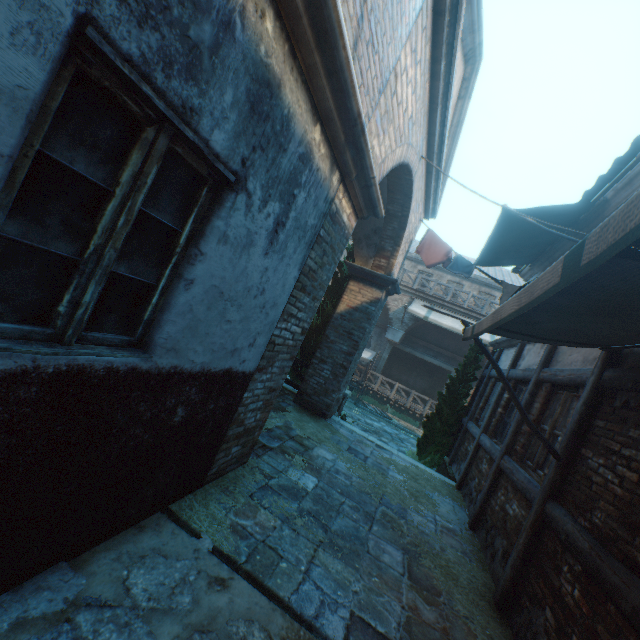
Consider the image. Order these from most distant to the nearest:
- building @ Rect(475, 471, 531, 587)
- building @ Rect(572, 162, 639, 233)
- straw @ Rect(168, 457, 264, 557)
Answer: building @ Rect(572, 162, 639, 233)
building @ Rect(475, 471, 531, 587)
straw @ Rect(168, 457, 264, 557)

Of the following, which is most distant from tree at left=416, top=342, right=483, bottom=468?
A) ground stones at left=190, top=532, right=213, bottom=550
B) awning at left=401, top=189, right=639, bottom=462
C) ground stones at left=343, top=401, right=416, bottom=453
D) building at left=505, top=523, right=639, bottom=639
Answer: ground stones at left=190, top=532, right=213, bottom=550

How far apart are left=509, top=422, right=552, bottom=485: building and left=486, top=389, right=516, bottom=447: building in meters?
0.3

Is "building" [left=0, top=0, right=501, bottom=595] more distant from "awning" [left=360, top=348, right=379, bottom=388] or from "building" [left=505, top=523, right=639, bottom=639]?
"building" [left=505, top=523, right=639, bottom=639]

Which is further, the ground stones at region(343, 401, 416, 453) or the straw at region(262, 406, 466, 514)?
the ground stones at region(343, 401, 416, 453)

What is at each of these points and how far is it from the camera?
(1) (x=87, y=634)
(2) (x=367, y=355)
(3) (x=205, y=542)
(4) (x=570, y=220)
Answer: (1) ground stones, 1.8m
(2) awning, 18.8m
(3) ground stones, 2.8m
(4) awning, 6.7m

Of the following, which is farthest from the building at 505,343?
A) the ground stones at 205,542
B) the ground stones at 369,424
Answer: the ground stones at 205,542

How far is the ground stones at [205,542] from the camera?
2.73m
